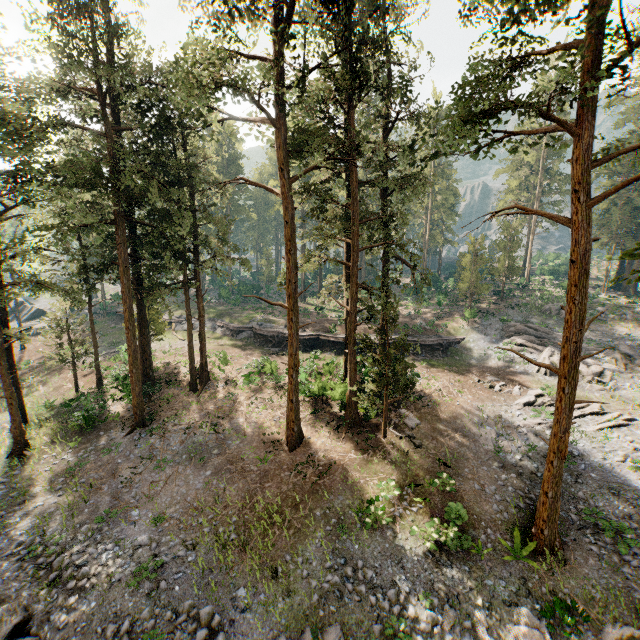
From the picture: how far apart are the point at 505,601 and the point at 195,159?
32.9 meters

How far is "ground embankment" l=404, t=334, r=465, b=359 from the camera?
33.78m

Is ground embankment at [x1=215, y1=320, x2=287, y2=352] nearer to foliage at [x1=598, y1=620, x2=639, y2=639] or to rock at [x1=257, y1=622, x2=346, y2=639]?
foliage at [x1=598, y1=620, x2=639, y2=639]

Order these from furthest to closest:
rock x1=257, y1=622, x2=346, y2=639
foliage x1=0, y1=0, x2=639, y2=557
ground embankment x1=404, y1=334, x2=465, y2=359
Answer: ground embankment x1=404, y1=334, x2=465, y2=359
foliage x1=0, y1=0, x2=639, y2=557
rock x1=257, y1=622, x2=346, y2=639

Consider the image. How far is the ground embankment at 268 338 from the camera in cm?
3597
